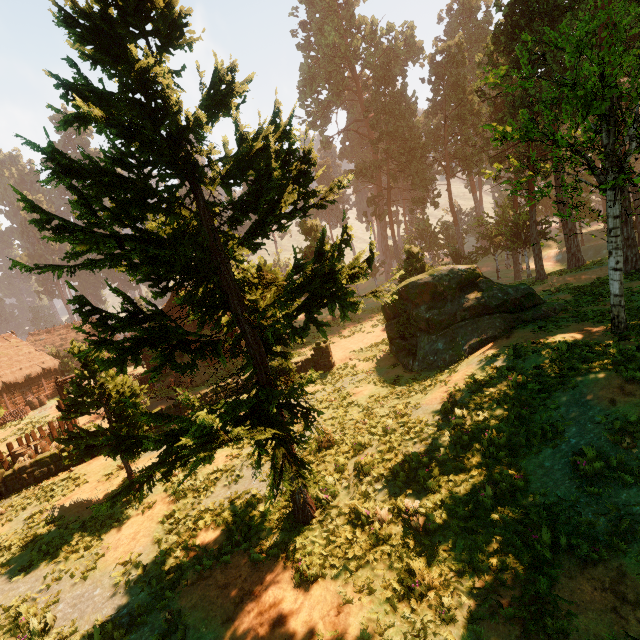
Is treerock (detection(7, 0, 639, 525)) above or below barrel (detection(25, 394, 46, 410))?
above

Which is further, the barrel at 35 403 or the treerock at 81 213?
the barrel at 35 403

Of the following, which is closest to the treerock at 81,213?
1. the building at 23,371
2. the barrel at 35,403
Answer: the building at 23,371

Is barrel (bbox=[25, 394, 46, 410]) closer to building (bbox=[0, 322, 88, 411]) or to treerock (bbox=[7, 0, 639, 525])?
building (bbox=[0, 322, 88, 411])

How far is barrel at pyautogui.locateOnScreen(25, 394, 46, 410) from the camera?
30.89m

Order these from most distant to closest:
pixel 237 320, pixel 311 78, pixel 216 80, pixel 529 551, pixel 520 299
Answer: pixel 311 78, pixel 520 299, pixel 237 320, pixel 216 80, pixel 529 551

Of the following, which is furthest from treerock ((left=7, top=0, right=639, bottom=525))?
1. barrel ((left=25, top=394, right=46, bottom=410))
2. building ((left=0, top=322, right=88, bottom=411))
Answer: barrel ((left=25, top=394, right=46, bottom=410))
